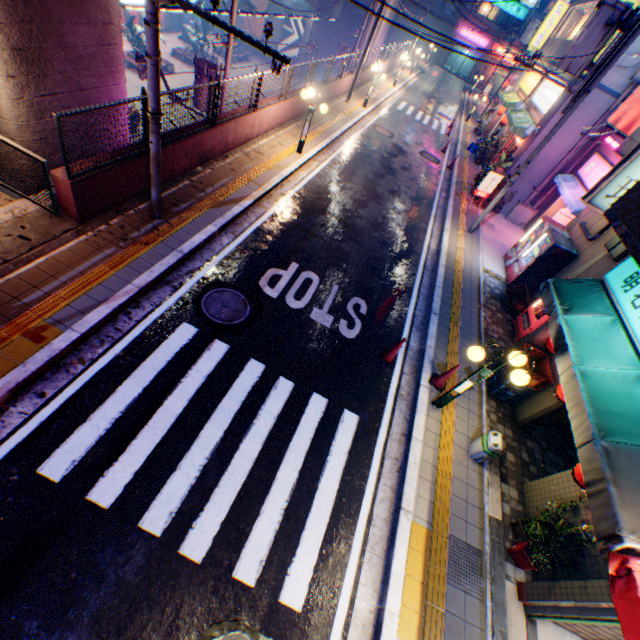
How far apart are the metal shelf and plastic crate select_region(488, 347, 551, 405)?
10.79m

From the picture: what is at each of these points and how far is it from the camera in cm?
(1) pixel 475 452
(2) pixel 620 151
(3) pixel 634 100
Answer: (1) trash box, 652
(2) ventilation tube, 1048
(3) billboard, 1164

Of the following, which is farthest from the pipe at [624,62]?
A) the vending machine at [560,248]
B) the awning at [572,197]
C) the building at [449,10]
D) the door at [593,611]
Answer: the building at [449,10]

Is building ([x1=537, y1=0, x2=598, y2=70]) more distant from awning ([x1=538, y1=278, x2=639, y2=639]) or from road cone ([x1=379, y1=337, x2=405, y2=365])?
road cone ([x1=379, y1=337, x2=405, y2=365])

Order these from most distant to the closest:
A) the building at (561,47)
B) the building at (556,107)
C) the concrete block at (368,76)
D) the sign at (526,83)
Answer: the concrete block at (368,76) → the sign at (526,83) → the building at (561,47) → the building at (556,107)

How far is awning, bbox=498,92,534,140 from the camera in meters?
15.8 m

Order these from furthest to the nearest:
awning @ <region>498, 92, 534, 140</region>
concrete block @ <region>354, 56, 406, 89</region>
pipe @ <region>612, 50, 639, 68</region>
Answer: concrete block @ <region>354, 56, 406, 89</region>
awning @ <region>498, 92, 534, 140</region>
pipe @ <region>612, 50, 639, 68</region>

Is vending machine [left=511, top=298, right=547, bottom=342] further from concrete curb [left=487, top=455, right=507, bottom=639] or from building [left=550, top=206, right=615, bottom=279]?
concrete curb [left=487, top=455, right=507, bottom=639]
